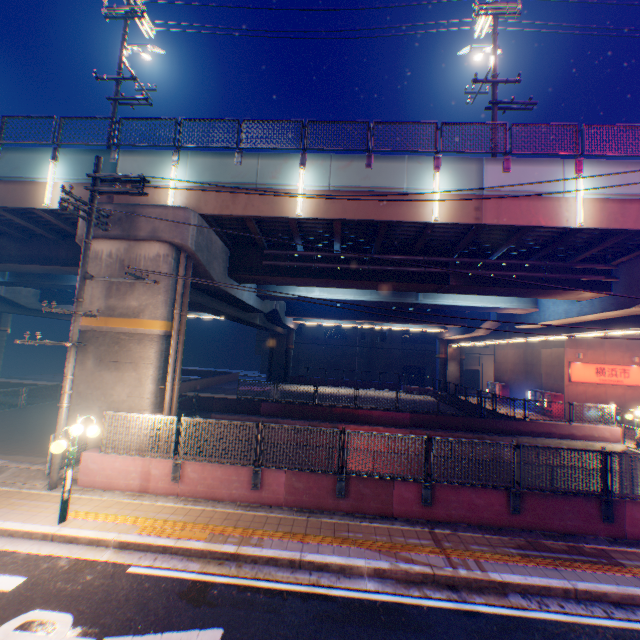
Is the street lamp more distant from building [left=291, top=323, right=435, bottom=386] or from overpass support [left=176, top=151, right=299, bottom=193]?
building [left=291, top=323, right=435, bottom=386]

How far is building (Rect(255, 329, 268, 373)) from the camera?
53.03m

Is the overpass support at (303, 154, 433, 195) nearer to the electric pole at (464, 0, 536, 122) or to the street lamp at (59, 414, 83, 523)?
the street lamp at (59, 414, 83, 523)

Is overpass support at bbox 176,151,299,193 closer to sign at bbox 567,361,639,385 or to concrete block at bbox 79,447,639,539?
concrete block at bbox 79,447,639,539

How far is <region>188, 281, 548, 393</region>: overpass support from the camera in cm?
1781

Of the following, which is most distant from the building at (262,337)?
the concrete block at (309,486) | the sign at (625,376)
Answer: the concrete block at (309,486)

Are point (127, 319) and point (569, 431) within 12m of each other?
no

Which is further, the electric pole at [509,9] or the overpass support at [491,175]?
the electric pole at [509,9]
